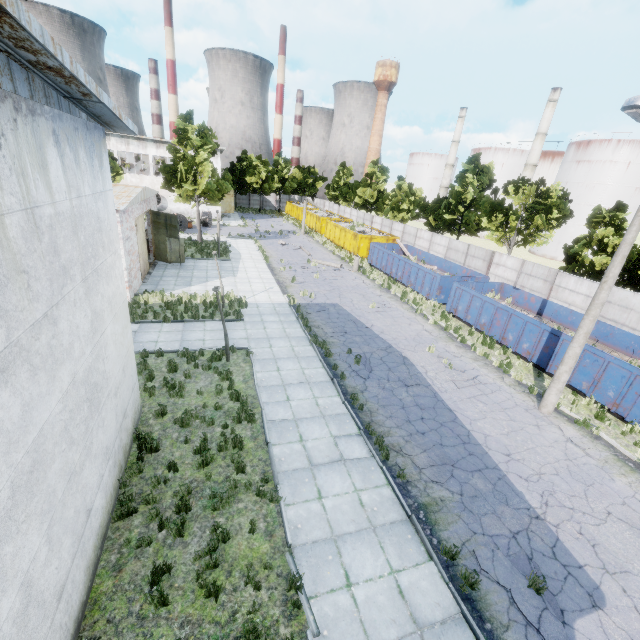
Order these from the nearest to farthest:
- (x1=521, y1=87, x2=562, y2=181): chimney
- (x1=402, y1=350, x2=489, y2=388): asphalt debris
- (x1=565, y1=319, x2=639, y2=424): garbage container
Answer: (x1=565, y1=319, x2=639, y2=424): garbage container
(x1=402, y1=350, x2=489, y2=388): asphalt debris
(x1=521, y1=87, x2=562, y2=181): chimney

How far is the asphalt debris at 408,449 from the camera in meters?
9.6

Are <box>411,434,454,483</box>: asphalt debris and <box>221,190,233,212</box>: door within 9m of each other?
no

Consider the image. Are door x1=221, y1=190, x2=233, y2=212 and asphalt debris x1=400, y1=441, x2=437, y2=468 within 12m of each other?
no

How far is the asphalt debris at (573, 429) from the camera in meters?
11.2

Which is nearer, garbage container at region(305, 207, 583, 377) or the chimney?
garbage container at region(305, 207, 583, 377)

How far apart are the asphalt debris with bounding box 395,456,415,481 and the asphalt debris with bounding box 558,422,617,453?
5.0m

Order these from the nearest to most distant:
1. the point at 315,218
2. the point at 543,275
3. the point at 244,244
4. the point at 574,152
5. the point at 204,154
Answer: the point at 543,275
the point at 204,154
the point at 244,244
the point at 574,152
the point at 315,218
